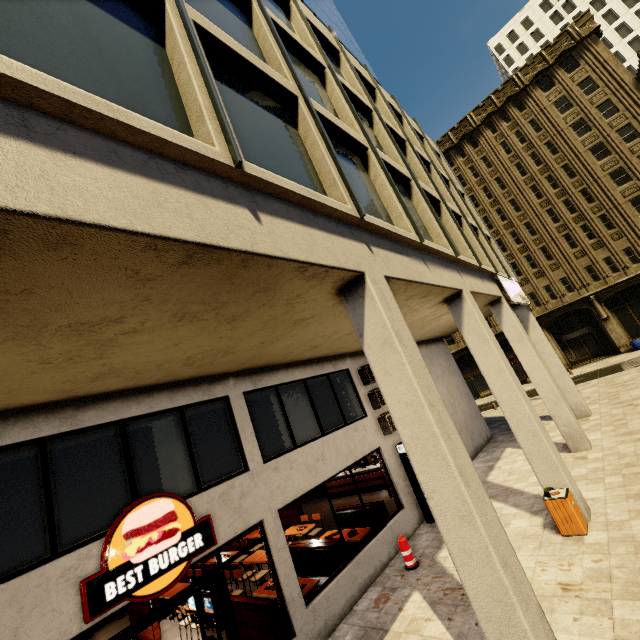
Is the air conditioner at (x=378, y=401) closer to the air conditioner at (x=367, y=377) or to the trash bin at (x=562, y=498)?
the air conditioner at (x=367, y=377)

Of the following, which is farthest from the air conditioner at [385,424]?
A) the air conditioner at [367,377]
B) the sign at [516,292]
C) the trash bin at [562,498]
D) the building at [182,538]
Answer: the sign at [516,292]

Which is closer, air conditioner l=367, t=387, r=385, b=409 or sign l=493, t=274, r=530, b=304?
air conditioner l=367, t=387, r=385, b=409

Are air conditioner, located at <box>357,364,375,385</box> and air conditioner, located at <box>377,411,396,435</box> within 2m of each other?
yes

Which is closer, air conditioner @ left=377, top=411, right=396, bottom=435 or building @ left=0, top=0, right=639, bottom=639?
building @ left=0, top=0, right=639, bottom=639

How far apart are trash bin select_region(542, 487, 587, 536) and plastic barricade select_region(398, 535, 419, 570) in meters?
3.3

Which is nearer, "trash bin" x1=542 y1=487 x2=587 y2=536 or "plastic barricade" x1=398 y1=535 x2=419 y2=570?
"trash bin" x1=542 y1=487 x2=587 y2=536

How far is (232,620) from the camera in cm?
573
